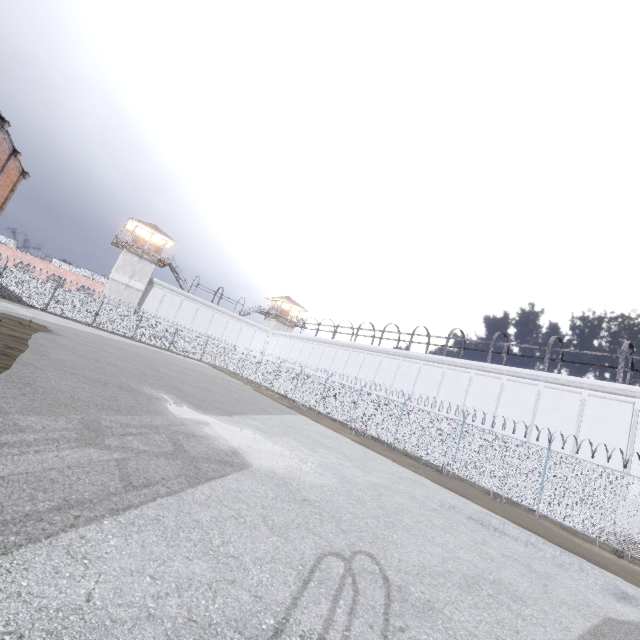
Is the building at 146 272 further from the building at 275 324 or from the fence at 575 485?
the building at 275 324

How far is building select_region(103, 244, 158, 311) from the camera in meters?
40.7 m

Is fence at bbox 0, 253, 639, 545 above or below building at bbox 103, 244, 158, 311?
below

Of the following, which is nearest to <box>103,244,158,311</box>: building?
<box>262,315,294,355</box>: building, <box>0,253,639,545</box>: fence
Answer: <box>0,253,639,545</box>: fence

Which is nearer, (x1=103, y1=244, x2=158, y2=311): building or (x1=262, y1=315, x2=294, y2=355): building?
(x1=103, y1=244, x2=158, y2=311): building

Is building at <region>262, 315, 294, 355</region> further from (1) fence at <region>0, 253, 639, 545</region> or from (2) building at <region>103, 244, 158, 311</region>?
(2) building at <region>103, 244, 158, 311</region>

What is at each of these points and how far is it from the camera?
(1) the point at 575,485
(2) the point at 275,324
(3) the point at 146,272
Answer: (1) fence, 13.4 meters
(2) building, 55.0 meters
(3) building, 42.8 meters

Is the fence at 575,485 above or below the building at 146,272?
below
